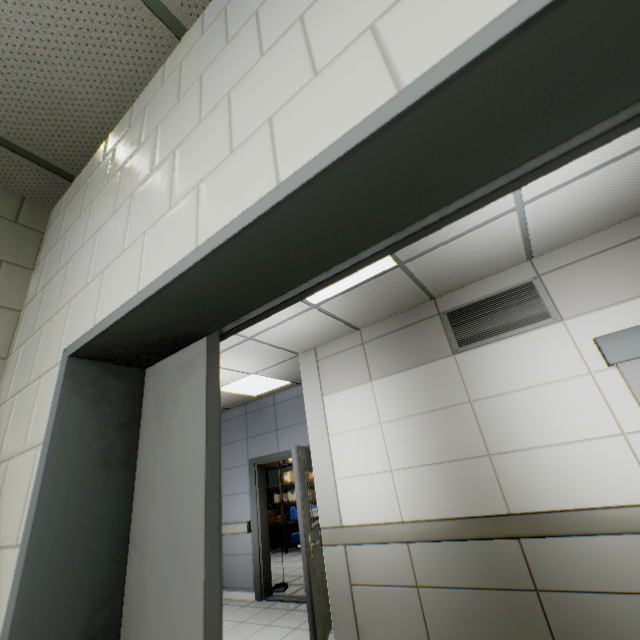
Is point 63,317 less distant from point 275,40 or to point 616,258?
point 275,40

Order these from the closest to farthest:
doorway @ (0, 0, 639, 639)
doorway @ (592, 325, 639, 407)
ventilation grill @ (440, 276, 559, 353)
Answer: doorway @ (0, 0, 639, 639)
doorway @ (592, 325, 639, 407)
ventilation grill @ (440, 276, 559, 353)

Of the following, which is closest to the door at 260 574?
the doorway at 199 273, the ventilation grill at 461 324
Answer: the ventilation grill at 461 324

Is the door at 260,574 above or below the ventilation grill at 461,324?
below

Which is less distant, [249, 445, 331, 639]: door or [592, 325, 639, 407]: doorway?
[592, 325, 639, 407]: doorway

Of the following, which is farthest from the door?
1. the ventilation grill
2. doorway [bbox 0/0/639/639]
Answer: doorway [bbox 0/0/639/639]

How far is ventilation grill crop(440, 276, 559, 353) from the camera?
3.1 meters

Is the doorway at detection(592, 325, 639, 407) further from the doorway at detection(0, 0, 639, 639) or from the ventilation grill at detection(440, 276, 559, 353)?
the doorway at detection(0, 0, 639, 639)
